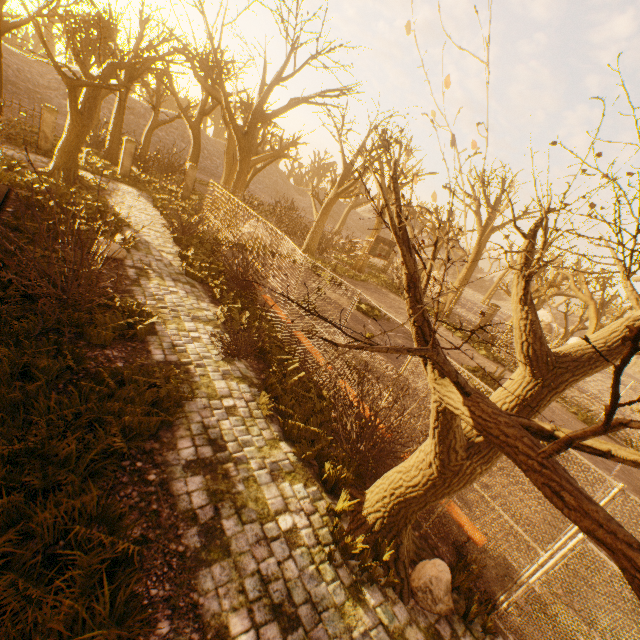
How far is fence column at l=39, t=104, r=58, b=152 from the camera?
18.0m

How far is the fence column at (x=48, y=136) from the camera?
18.05m

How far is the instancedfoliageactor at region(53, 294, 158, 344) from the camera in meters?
6.7

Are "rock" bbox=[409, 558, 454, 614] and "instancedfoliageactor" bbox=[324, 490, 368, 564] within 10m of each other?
yes

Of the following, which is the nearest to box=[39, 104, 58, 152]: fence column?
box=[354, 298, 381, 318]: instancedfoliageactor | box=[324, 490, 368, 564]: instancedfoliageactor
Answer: box=[354, 298, 381, 318]: instancedfoliageactor

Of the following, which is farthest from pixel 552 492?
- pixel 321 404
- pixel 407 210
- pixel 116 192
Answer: pixel 116 192

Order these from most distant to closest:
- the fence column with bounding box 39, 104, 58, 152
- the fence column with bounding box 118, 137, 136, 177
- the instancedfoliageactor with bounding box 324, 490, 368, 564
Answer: the fence column with bounding box 118, 137, 136, 177 < the fence column with bounding box 39, 104, 58, 152 < the instancedfoliageactor with bounding box 324, 490, 368, 564

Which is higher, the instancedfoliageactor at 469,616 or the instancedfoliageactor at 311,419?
the instancedfoliageactor at 469,616
